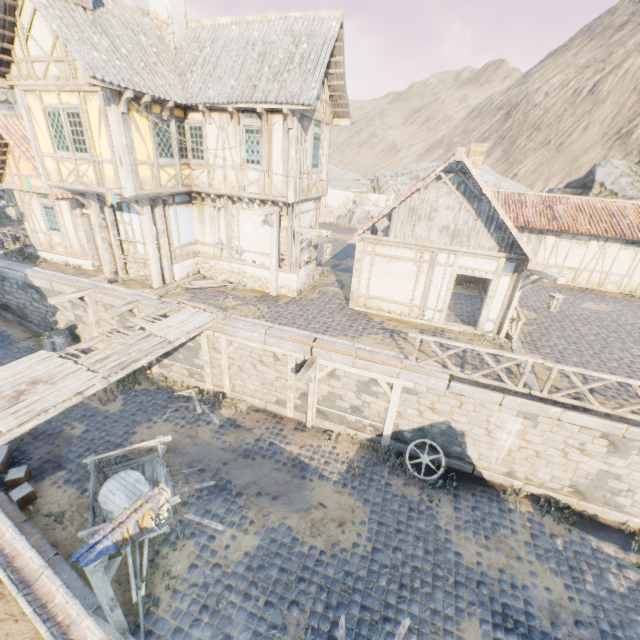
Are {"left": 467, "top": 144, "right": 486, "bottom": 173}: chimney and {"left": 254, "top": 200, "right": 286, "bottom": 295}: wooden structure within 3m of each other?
no

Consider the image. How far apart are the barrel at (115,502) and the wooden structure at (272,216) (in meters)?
8.30

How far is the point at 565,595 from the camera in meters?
7.6 m

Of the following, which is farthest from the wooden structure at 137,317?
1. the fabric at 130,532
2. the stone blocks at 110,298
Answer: the fabric at 130,532

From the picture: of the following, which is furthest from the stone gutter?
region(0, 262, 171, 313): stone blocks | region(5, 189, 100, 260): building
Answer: region(5, 189, 100, 260): building

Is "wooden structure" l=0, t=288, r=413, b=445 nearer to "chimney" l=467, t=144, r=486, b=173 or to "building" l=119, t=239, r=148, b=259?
"building" l=119, t=239, r=148, b=259

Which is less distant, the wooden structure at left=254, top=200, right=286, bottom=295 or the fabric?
the fabric

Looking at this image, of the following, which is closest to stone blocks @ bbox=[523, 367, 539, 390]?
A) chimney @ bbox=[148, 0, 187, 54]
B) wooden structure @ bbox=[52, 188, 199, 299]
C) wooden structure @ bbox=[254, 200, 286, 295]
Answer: wooden structure @ bbox=[52, 188, 199, 299]
